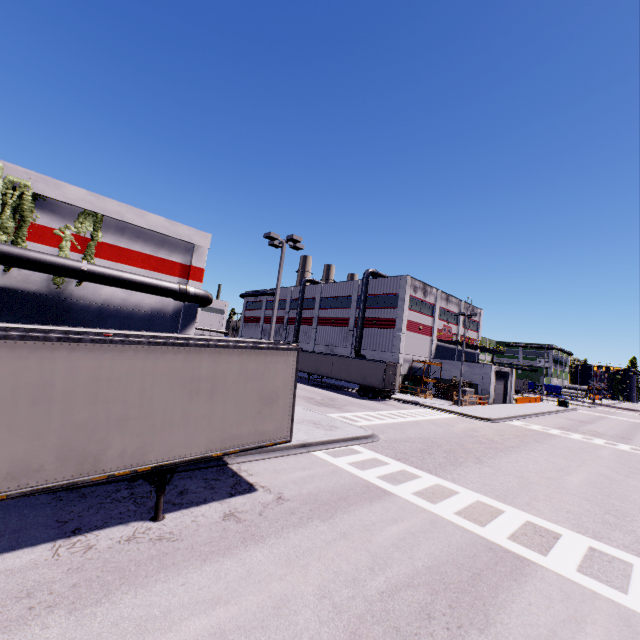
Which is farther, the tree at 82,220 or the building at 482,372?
the building at 482,372

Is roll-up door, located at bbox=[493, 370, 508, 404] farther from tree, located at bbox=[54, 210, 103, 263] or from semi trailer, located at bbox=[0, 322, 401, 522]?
tree, located at bbox=[54, 210, 103, 263]

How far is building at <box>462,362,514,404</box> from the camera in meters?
39.2

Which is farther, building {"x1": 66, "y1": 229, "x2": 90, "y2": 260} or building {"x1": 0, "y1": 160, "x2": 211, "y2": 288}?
building {"x1": 66, "y1": 229, "x2": 90, "y2": 260}

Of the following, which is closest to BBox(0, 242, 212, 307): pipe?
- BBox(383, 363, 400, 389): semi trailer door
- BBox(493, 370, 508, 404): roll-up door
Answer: BBox(493, 370, 508, 404): roll-up door

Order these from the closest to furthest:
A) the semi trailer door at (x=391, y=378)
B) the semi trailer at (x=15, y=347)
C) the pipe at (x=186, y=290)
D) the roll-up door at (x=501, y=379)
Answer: the semi trailer at (x=15, y=347) → the pipe at (x=186, y=290) → the semi trailer door at (x=391, y=378) → the roll-up door at (x=501, y=379)

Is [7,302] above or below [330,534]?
above
